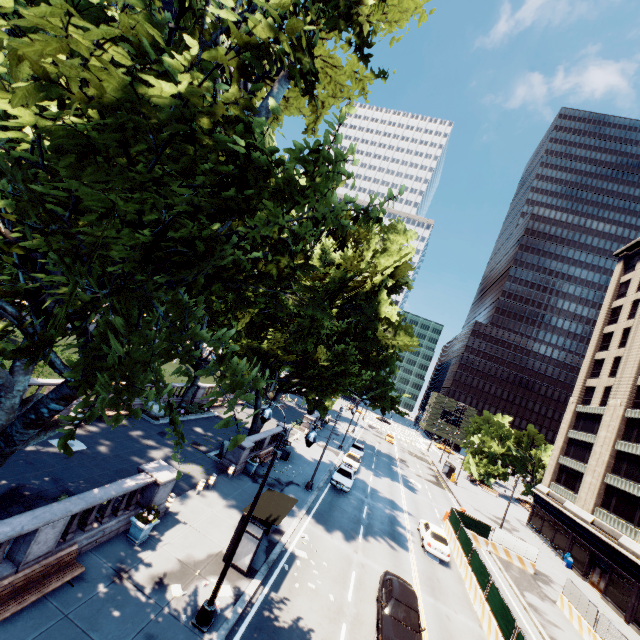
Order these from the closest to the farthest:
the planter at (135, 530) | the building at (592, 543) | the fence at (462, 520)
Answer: the planter at (135, 530) → the fence at (462, 520) → the building at (592, 543)

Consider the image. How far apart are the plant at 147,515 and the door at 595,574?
41.5 meters

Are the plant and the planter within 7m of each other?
yes

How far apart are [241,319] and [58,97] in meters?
9.3

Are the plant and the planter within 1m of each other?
yes

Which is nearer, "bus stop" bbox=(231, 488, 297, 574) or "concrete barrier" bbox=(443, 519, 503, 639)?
"bus stop" bbox=(231, 488, 297, 574)

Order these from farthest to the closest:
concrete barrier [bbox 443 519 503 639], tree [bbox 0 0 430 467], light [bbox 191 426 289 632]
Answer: concrete barrier [bbox 443 519 503 639] < light [bbox 191 426 289 632] < tree [bbox 0 0 430 467]

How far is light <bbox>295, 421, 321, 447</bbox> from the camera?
11.2m
